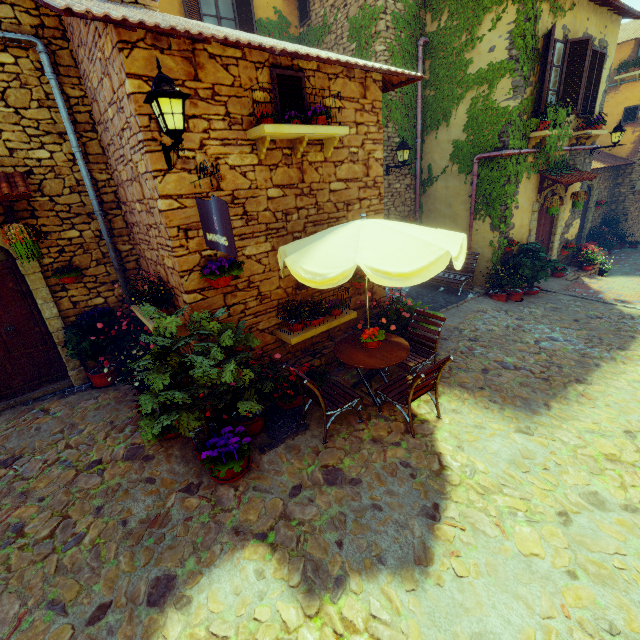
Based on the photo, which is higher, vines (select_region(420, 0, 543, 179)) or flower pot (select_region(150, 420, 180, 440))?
vines (select_region(420, 0, 543, 179))

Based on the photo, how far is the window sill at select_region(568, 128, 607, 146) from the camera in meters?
9.3

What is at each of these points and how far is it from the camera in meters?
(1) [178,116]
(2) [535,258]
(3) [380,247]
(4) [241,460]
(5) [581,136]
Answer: (1) street light, 3.3
(2) potted tree, 9.5
(3) table, 3.7
(4) flower pot, 3.9
(5) window sill, 9.4

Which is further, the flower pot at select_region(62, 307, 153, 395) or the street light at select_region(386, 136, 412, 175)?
the street light at select_region(386, 136, 412, 175)

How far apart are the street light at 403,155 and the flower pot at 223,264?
6.4 meters

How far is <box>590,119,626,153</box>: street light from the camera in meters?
9.9

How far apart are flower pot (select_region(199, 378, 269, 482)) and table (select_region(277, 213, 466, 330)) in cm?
198

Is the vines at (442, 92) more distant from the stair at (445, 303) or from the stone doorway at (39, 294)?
the stone doorway at (39, 294)
